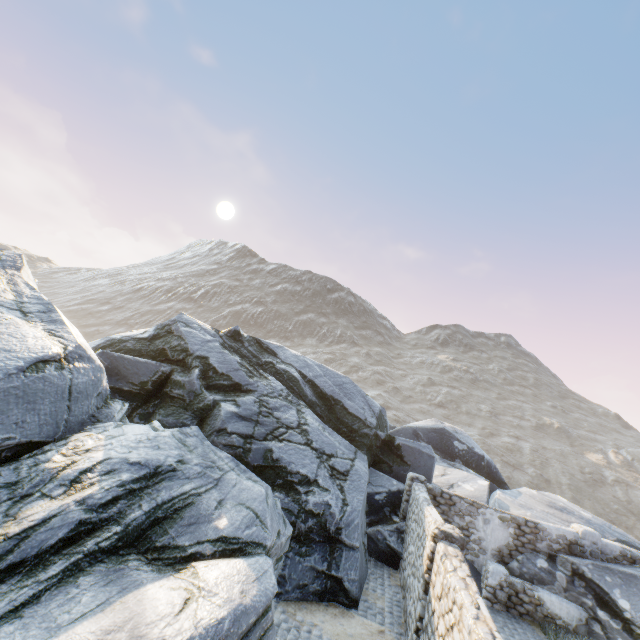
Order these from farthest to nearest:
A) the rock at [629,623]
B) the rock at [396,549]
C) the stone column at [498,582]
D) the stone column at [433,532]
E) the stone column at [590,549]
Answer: the stone column at [590,549] → the stone column at [498,582] → the rock at [629,623] → the stone column at [433,532] → the rock at [396,549]

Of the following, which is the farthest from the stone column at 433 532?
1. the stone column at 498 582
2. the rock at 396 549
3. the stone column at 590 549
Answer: the stone column at 590 549

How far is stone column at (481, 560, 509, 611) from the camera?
11.1 meters

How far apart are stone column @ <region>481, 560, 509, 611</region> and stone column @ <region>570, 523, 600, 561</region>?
2.78m

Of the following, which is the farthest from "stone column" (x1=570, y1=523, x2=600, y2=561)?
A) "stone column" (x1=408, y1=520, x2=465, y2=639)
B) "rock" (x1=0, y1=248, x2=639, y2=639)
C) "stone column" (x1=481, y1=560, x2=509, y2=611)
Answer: "stone column" (x1=408, y1=520, x2=465, y2=639)

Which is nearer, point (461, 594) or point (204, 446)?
point (461, 594)

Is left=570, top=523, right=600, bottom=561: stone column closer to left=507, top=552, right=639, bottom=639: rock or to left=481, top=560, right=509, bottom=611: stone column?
left=507, top=552, right=639, bottom=639: rock
